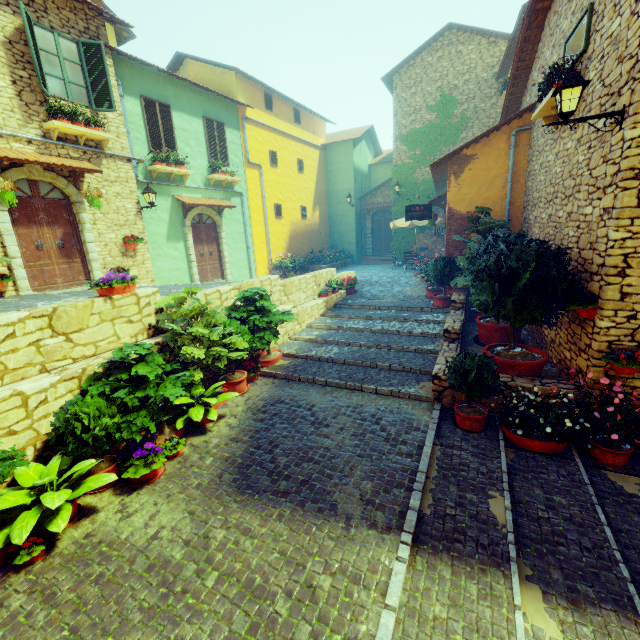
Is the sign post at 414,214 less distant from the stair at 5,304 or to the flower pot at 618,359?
the stair at 5,304

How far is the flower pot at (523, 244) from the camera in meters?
5.1

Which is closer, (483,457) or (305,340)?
(483,457)

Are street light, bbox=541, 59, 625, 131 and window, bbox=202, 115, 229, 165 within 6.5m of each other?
no

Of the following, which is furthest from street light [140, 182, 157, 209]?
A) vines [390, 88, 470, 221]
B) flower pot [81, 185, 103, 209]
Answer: vines [390, 88, 470, 221]

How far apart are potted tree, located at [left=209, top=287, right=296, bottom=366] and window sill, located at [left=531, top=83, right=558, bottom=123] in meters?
6.3

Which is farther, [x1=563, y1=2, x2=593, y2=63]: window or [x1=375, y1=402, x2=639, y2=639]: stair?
[x1=563, y1=2, x2=593, y2=63]: window

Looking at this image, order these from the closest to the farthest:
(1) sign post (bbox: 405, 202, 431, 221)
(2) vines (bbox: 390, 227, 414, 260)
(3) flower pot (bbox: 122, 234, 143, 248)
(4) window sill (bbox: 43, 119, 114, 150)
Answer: (4) window sill (bbox: 43, 119, 114, 150)
(3) flower pot (bbox: 122, 234, 143, 248)
(1) sign post (bbox: 405, 202, 431, 221)
(2) vines (bbox: 390, 227, 414, 260)
